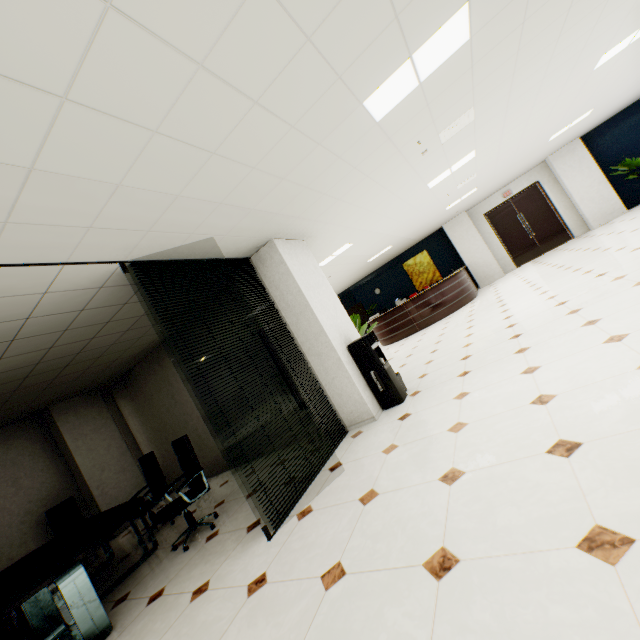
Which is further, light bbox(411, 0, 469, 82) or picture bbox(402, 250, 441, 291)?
picture bbox(402, 250, 441, 291)

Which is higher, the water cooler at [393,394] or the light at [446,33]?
the light at [446,33]

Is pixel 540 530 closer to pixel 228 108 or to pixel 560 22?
pixel 228 108

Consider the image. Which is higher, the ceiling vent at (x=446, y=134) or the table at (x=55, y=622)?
the ceiling vent at (x=446, y=134)

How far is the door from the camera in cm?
1195

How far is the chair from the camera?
5.8 meters

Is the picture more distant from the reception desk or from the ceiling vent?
the ceiling vent

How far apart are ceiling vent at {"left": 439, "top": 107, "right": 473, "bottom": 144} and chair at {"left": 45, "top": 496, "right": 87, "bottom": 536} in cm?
860
